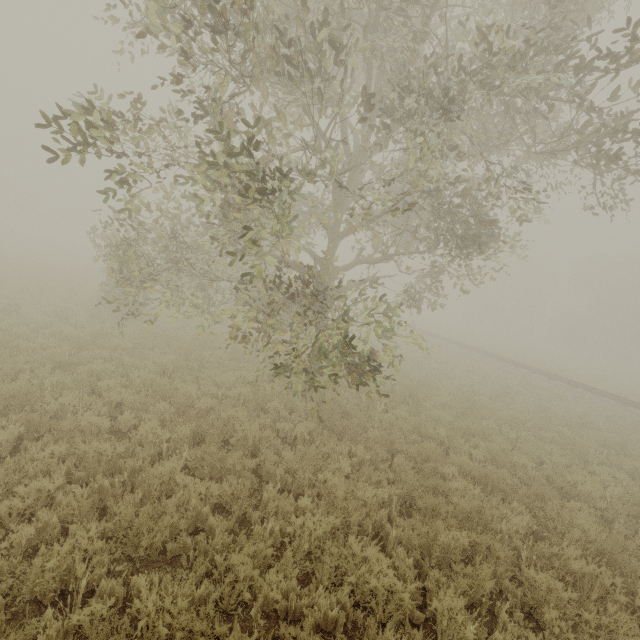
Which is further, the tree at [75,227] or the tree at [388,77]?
the tree at [75,227]

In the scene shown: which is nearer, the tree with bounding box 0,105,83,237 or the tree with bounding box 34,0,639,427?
the tree with bounding box 34,0,639,427

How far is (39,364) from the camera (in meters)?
8.25
